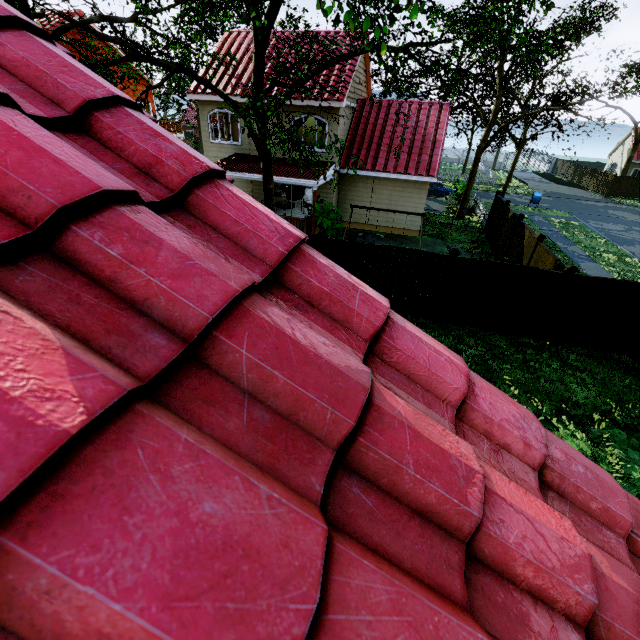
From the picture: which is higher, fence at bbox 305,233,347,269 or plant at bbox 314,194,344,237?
fence at bbox 305,233,347,269

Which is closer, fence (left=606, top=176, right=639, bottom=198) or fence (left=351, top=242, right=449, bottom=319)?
fence (left=351, top=242, right=449, bottom=319)

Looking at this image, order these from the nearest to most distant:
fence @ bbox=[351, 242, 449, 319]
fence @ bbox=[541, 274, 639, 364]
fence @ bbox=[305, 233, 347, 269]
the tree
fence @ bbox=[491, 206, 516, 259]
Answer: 1. the tree
2. fence @ bbox=[541, 274, 639, 364]
3. fence @ bbox=[351, 242, 449, 319]
4. fence @ bbox=[305, 233, 347, 269]
5. fence @ bbox=[491, 206, 516, 259]

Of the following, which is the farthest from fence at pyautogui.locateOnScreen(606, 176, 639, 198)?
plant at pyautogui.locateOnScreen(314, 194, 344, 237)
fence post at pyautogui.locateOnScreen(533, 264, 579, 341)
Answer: plant at pyautogui.locateOnScreen(314, 194, 344, 237)

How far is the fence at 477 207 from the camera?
20.53m

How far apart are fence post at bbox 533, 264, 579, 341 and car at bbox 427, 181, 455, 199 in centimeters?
2322cm

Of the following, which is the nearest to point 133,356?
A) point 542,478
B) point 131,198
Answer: point 131,198
